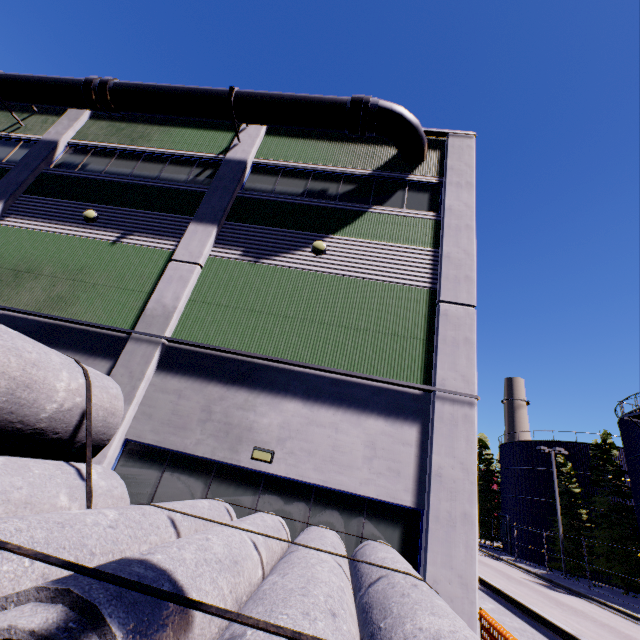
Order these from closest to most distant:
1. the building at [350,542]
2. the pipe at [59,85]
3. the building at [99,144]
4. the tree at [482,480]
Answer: the building at [350,542] → the building at [99,144] → the pipe at [59,85] → the tree at [482,480]

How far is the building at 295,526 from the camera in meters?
6.7

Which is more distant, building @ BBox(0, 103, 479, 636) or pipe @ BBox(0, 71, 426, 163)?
pipe @ BBox(0, 71, 426, 163)

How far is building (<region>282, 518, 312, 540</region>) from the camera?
6.68m

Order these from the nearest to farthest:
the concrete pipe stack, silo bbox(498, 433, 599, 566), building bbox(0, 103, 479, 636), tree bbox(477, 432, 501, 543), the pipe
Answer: the concrete pipe stack < building bbox(0, 103, 479, 636) < the pipe < silo bbox(498, 433, 599, 566) < tree bbox(477, 432, 501, 543)

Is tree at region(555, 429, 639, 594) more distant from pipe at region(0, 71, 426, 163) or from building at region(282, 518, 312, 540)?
pipe at region(0, 71, 426, 163)

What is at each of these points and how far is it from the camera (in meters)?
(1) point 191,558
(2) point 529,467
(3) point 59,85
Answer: (1) concrete pipe stack, 2.53
(2) silo, 36.91
(3) pipe, 12.07

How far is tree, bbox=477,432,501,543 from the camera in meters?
43.4 m
